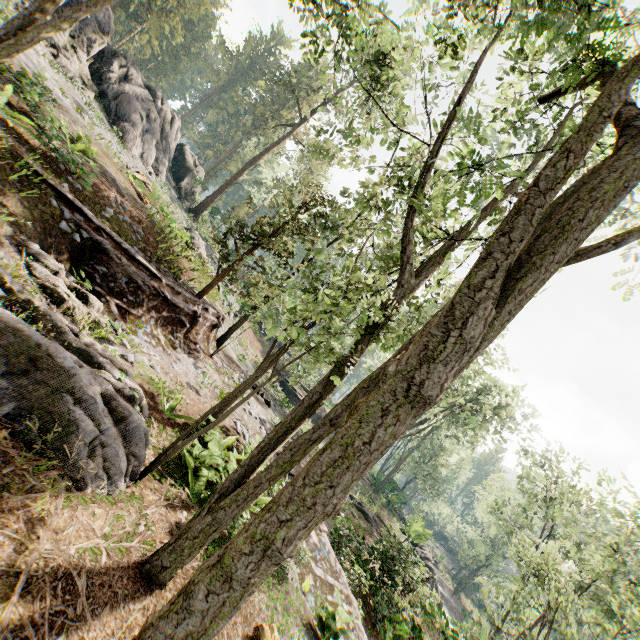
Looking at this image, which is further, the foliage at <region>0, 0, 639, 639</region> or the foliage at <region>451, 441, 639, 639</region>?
the foliage at <region>451, 441, 639, 639</region>

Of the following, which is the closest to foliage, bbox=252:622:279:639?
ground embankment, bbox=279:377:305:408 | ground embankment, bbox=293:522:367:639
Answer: ground embankment, bbox=293:522:367:639

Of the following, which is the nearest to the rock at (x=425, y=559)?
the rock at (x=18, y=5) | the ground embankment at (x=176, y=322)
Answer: the ground embankment at (x=176, y=322)

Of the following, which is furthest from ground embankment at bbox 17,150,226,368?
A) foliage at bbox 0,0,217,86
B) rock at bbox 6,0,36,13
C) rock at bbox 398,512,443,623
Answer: rock at bbox 398,512,443,623

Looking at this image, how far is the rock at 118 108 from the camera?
21.5 meters

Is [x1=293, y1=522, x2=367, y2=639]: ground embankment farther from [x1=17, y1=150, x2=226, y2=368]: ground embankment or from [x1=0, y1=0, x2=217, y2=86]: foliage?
[x1=17, y1=150, x2=226, y2=368]: ground embankment

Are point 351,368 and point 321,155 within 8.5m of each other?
no

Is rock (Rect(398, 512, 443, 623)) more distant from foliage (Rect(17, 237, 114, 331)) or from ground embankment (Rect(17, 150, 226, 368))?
ground embankment (Rect(17, 150, 226, 368))
